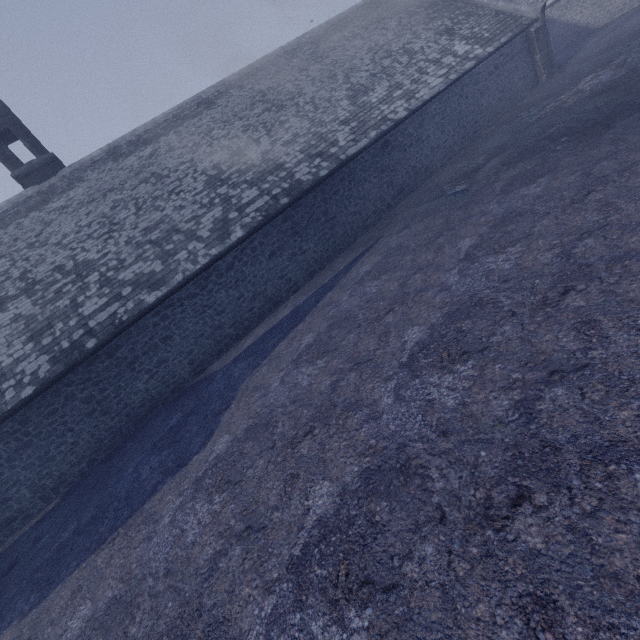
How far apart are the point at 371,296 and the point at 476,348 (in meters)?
Answer: 3.87
